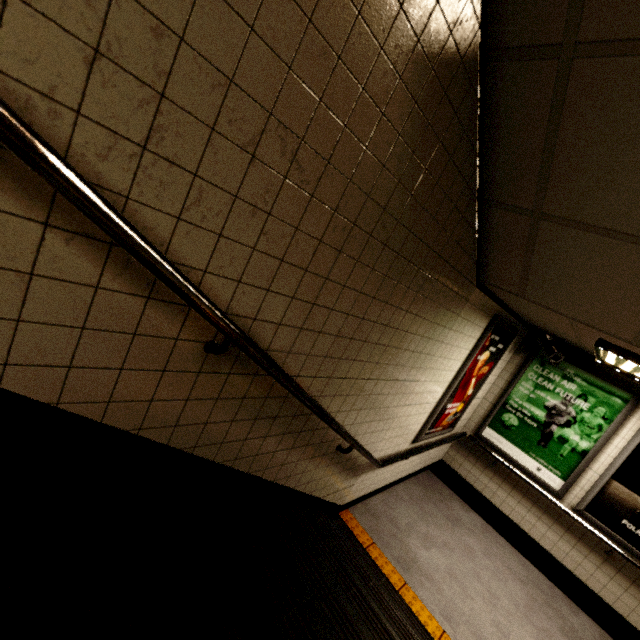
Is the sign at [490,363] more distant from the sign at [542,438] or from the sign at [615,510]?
the sign at [615,510]

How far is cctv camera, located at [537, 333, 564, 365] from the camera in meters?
4.3 m

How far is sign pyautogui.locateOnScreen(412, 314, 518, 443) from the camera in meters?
3.7

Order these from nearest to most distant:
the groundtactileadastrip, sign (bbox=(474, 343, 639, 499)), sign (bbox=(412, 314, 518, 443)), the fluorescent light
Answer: the fluorescent light
the groundtactileadastrip
sign (bbox=(412, 314, 518, 443))
sign (bbox=(474, 343, 639, 499))

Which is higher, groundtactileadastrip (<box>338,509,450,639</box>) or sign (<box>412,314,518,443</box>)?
sign (<box>412,314,518,443</box>)

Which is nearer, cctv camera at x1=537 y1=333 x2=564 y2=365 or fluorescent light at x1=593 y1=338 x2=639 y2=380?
fluorescent light at x1=593 y1=338 x2=639 y2=380

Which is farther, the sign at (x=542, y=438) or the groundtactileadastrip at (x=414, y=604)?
the sign at (x=542, y=438)

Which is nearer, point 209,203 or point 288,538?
point 209,203
